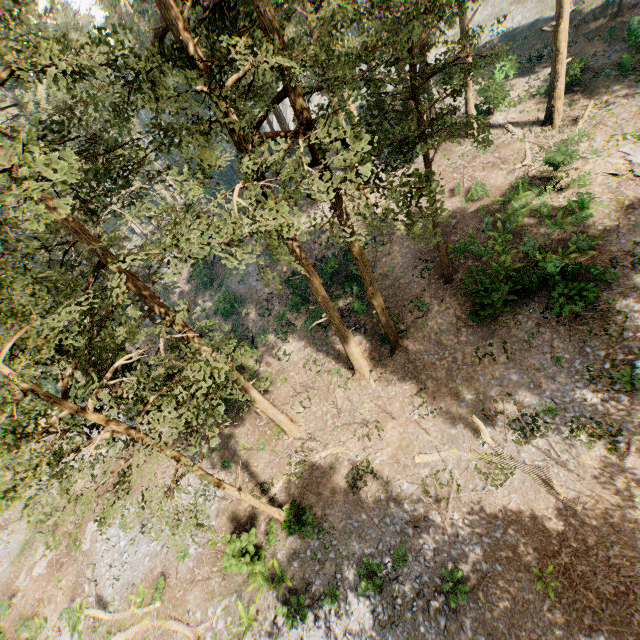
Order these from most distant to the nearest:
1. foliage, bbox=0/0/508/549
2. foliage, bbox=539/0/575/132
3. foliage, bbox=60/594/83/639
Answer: foliage, bbox=539/0/575/132 < foliage, bbox=60/594/83/639 < foliage, bbox=0/0/508/549

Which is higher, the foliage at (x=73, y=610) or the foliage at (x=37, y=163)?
the foliage at (x=37, y=163)

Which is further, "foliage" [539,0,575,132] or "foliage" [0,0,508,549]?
"foliage" [539,0,575,132]

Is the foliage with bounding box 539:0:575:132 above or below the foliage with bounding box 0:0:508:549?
below

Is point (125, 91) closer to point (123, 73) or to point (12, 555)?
point (123, 73)

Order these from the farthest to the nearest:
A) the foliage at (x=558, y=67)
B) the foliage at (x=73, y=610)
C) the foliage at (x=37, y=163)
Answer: the foliage at (x=558, y=67), the foliage at (x=73, y=610), the foliage at (x=37, y=163)
